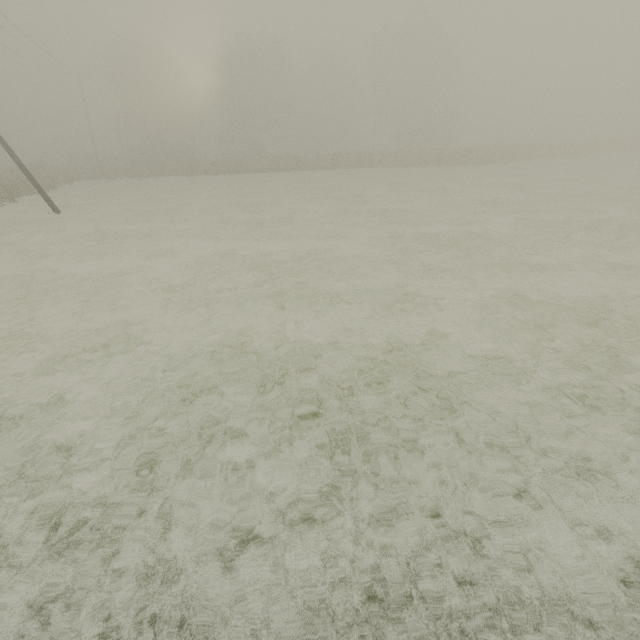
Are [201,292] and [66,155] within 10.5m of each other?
no
